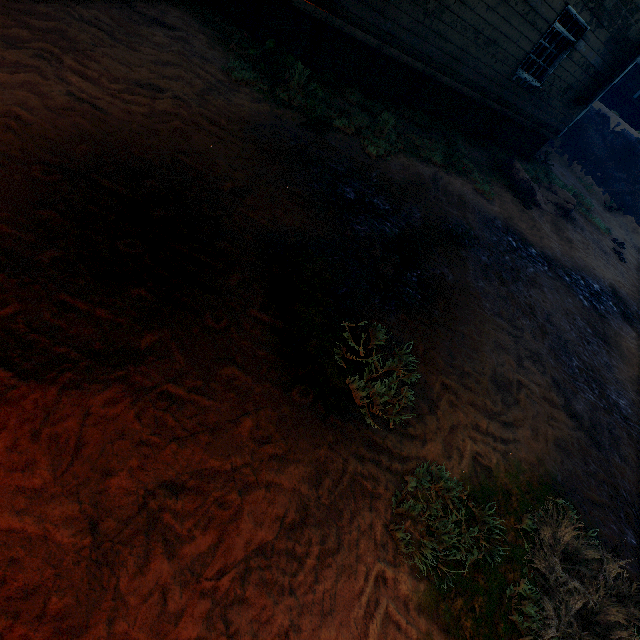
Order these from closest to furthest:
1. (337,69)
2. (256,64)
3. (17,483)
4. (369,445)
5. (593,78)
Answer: (17,483) → (369,445) → (256,64) → (337,69) → (593,78)

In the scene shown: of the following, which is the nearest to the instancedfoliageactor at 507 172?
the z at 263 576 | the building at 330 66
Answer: the z at 263 576

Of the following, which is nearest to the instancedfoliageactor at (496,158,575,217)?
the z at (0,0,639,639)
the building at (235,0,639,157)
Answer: the z at (0,0,639,639)

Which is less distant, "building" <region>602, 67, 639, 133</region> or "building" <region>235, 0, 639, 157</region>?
"building" <region>235, 0, 639, 157</region>

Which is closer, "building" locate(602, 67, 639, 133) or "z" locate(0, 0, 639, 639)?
"z" locate(0, 0, 639, 639)

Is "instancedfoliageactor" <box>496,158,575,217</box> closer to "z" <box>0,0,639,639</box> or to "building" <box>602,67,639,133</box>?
"z" <box>0,0,639,639</box>

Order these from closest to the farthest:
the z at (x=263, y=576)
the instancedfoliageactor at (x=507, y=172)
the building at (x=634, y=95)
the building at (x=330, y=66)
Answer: the z at (x=263, y=576) → the building at (x=330, y=66) → the instancedfoliageactor at (x=507, y=172) → the building at (x=634, y=95)

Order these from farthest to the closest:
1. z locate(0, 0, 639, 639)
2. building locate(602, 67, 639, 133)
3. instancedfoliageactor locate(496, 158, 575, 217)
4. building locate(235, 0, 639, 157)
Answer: building locate(602, 67, 639, 133) < instancedfoliageactor locate(496, 158, 575, 217) < building locate(235, 0, 639, 157) < z locate(0, 0, 639, 639)
